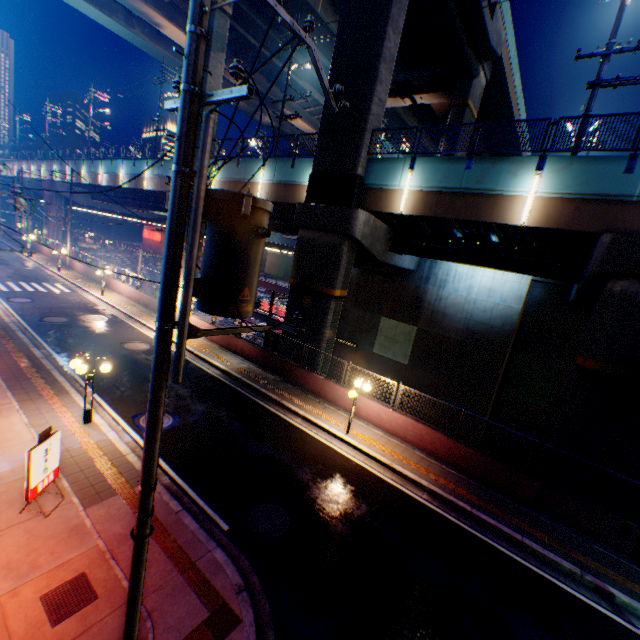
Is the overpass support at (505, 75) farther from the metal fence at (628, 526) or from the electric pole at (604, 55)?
the electric pole at (604, 55)

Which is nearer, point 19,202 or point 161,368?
point 161,368

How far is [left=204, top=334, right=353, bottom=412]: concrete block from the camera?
14.90m

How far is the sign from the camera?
6.6 meters

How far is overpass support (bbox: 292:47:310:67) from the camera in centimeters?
2841cm

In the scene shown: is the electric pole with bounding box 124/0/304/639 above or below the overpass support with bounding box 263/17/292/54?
below

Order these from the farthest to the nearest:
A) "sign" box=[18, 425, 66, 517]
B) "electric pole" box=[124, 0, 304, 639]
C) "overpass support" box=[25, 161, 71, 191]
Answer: "overpass support" box=[25, 161, 71, 191] < "sign" box=[18, 425, 66, 517] < "electric pole" box=[124, 0, 304, 639]

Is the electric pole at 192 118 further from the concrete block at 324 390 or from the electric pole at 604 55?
the electric pole at 604 55
